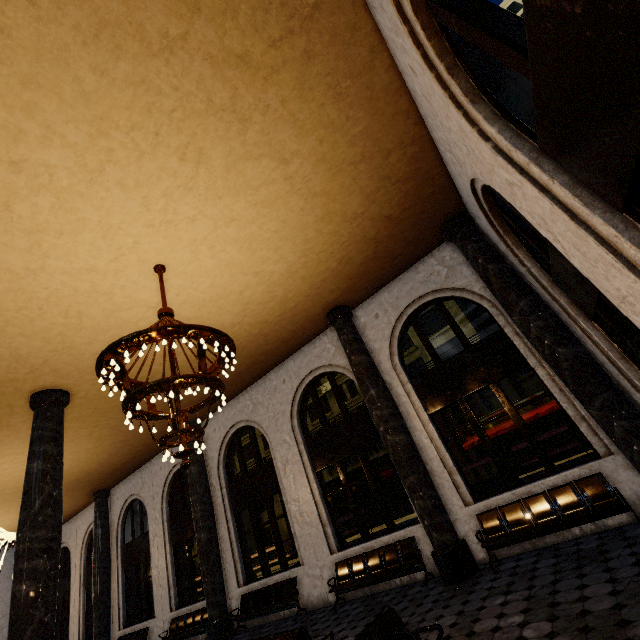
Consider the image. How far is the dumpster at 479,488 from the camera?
8.8m

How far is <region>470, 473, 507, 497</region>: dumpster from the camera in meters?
8.8

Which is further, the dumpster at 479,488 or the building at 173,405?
the dumpster at 479,488

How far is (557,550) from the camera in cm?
572

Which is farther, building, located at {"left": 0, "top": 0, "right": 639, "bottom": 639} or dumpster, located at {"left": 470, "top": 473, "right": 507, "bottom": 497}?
dumpster, located at {"left": 470, "top": 473, "right": 507, "bottom": 497}
